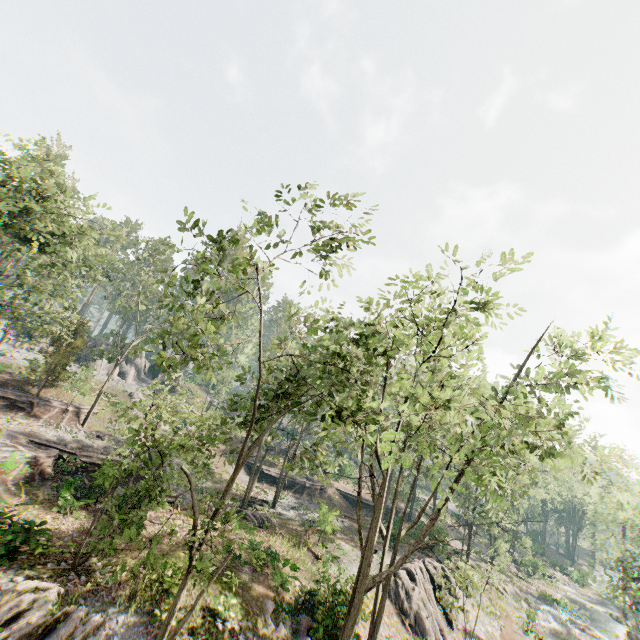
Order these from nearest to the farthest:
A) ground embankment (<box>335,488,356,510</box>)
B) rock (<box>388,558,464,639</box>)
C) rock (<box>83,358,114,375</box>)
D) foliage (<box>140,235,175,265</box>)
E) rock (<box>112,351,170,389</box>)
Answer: foliage (<box>140,235,175,265</box>), rock (<box>388,558,464,639</box>), ground embankment (<box>335,488,356,510</box>), rock (<box>83,358,114,375</box>), rock (<box>112,351,170,389</box>)

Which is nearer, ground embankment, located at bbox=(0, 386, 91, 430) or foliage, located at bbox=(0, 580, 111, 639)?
foliage, located at bbox=(0, 580, 111, 639)

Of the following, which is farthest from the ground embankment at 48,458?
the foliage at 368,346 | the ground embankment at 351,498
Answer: the ground embankment at 351,498

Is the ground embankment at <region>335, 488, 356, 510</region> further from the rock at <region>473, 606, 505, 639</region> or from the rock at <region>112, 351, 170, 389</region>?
the rock at <region>112, 351, 170, 389</region>

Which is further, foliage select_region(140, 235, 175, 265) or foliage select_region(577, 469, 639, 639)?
foliage select_region(577, 469, 639, 639)

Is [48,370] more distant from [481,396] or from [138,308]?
[481,396]

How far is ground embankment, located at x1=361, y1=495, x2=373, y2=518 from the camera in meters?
42.6 m

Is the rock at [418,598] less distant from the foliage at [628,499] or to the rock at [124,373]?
the foliage at [628,499]
